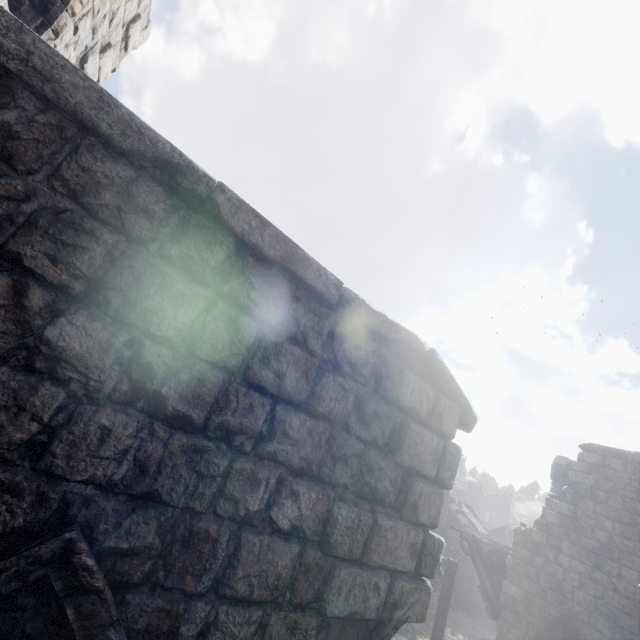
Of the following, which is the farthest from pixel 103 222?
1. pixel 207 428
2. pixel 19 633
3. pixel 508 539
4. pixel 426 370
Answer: pixel 508 539

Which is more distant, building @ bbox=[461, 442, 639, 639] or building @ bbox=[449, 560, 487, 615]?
building @ bbox=[449, 560, 487, 615]

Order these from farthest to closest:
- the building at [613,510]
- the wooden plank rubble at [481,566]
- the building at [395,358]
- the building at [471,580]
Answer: the building at [471,580], the wooden plank rubble at [481,566], the building at [613,510], the building at [395,358]

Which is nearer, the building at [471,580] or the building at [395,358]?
the building at [395,358]

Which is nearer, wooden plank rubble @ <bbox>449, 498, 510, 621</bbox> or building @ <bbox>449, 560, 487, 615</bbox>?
wooden plank rubble @ <bbox>449, 498, 510, 621</bbox>

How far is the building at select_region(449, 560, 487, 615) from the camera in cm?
2802

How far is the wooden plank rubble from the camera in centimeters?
1235cm
